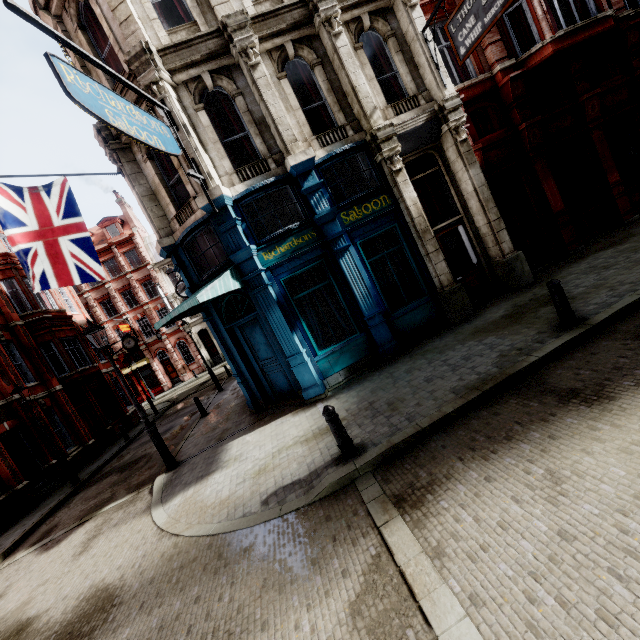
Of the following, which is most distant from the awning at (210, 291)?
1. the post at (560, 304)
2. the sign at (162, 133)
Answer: the post at (560, 304)

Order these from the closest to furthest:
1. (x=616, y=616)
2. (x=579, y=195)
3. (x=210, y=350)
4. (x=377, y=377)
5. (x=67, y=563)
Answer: (x=616, y=616) < (x=67, y=563) < (x=377, y=377) < (x=579, y=195) < (x=210, y=350)

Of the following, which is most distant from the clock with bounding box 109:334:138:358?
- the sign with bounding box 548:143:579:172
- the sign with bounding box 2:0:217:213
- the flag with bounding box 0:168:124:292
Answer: the sign with bounding box 548:143:579:172

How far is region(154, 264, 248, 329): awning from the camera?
7.78m

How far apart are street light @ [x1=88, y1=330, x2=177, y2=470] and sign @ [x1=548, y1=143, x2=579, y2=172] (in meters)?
15.19

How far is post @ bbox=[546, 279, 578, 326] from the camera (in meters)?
6.15

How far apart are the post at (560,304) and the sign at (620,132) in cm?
933

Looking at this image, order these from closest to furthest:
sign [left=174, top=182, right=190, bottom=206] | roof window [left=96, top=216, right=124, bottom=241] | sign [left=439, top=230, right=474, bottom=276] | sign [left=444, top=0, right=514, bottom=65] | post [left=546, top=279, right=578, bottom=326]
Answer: post [left=546, top=279, right=578, bottom=326] < sign [left=444, top=0, right=514, bottom=65] < sign [left=174, top=182, right=190, bottom=206] < sign [left=439, top=230, right=474, bottom=276] < roof window [left=96, top=216, right=124, bottom=241]
